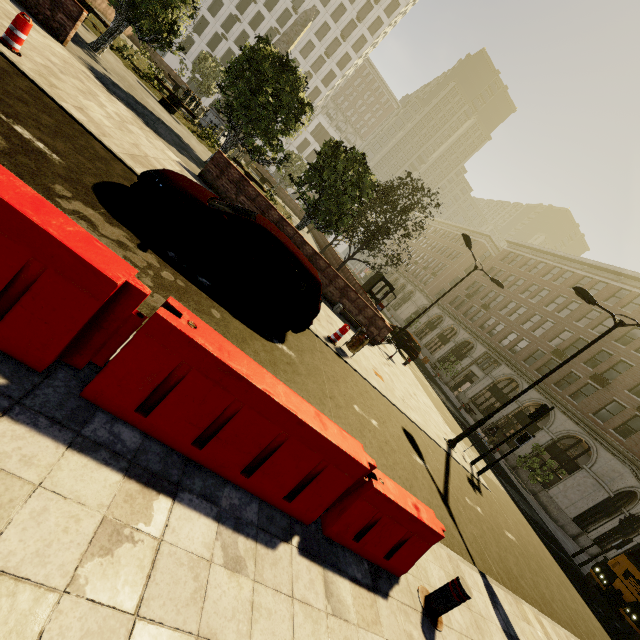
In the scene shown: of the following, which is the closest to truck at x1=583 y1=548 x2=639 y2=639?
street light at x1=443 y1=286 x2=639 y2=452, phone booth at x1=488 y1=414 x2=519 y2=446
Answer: street light at x1=443 y1=286 x2=639 y2=452

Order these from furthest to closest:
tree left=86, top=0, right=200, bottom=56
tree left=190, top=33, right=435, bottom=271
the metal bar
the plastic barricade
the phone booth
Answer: the phone booth < tree left=190, top=33, right=435, bottom=271 < tree left=86, top=0, right=200, bottom=56 < the plastic barricade < the metal bar

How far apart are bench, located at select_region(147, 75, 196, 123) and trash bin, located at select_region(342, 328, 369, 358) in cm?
1654

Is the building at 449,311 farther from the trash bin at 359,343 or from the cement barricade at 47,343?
the trash bin at 359,343

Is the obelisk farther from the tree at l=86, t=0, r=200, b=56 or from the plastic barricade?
the plastic barricade

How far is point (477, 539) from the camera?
7.5 meters

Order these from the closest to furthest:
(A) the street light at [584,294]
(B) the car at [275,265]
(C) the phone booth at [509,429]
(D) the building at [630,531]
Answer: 1. (B) the car at [275,265]
2. (A) the street light at [584,294]
3. (D) the building at [630,531]
4. (C) the phone booth at [509,429]

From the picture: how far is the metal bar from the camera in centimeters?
383cm
